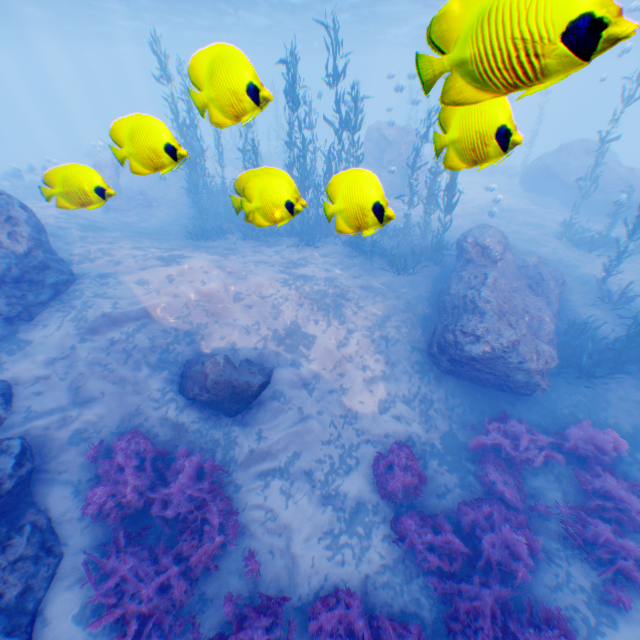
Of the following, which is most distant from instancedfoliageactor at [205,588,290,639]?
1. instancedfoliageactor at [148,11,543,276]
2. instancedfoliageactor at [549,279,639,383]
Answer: instancedfoliageactor at [148,11,543,276]

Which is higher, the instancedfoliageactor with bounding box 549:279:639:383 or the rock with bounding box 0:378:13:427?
the rock with bounding box 0:378:13:427

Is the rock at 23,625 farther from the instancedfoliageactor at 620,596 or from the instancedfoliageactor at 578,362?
the instancedfoliageactor at 578,362

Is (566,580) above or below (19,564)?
below

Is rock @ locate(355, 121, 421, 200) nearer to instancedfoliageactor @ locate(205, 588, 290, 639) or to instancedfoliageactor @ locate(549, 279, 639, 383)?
instancedfoliageactor @ locate(205, 588, 290, 639)

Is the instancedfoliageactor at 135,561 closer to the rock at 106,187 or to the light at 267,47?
the rock at 106,187
